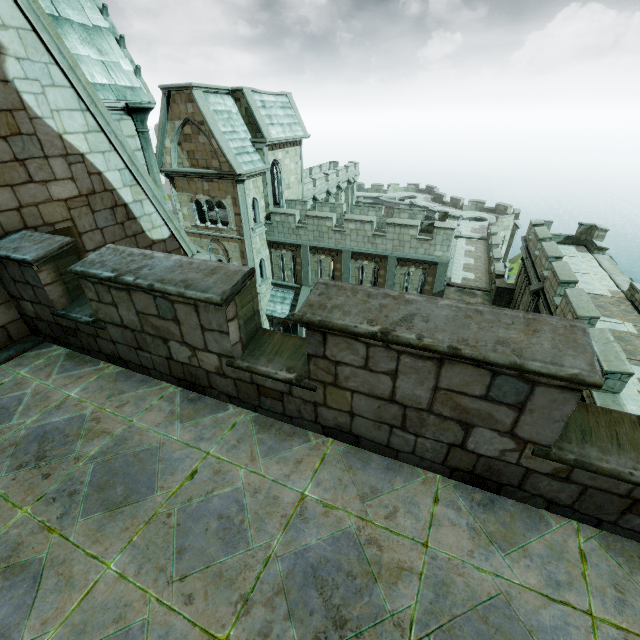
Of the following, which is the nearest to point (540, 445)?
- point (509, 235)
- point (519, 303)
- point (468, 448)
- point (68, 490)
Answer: point (468, 448)
